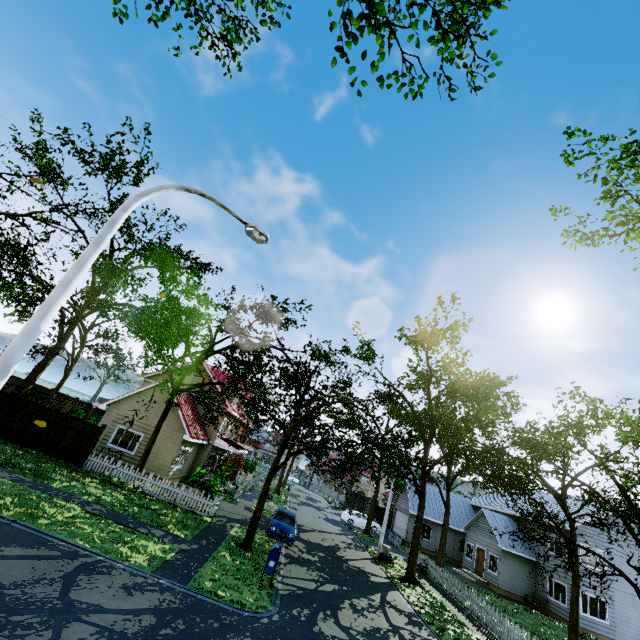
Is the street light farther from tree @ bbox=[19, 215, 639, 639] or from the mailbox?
the mailbox

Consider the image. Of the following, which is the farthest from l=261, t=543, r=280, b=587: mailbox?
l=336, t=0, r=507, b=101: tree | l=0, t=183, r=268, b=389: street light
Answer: l=0, t=183, r=268, b=389: street light

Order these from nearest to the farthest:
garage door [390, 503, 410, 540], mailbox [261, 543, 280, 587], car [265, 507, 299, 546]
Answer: mailbox [261, 543, 280, 587] → car [265, 507, 299, 546] → garage door [390, 503, 410, 540]

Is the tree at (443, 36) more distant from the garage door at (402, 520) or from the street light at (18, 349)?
the street light at (18, 349)

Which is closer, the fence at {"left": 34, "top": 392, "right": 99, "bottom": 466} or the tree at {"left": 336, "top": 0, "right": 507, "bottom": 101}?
the tree at {"left": 336, "top": 0, "right": 507, "bottom": 101}

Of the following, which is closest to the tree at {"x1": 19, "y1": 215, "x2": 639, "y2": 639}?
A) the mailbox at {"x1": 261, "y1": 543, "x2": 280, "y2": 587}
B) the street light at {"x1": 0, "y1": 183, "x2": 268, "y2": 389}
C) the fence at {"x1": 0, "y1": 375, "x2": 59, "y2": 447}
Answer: the fence at {"x1": 0, "y1": 375, "x2": 59, "y2": 447}

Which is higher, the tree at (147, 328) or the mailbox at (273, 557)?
the tree at (147, 328)

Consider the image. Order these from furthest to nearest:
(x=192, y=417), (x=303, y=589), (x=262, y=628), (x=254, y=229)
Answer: (x=192, y=417) < (x=303, y=589) < (x=262, y=628) < (x=254, y=229)
